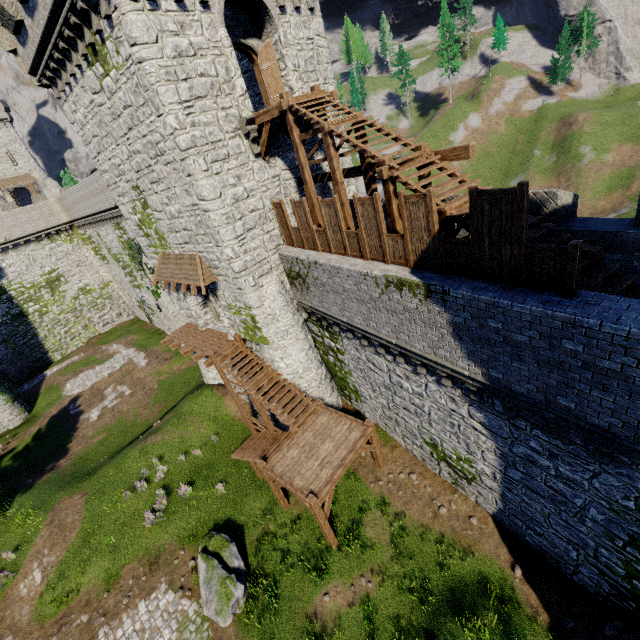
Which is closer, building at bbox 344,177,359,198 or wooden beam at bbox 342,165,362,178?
wooden beam at bbox 342,165,362,178

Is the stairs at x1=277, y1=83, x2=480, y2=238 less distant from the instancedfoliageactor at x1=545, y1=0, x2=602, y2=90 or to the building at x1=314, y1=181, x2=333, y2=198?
the building at x1=314, y1=181, x2=333, y2=198

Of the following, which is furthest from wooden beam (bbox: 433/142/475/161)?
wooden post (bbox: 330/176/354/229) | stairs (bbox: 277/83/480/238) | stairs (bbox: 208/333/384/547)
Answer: stairs (bbox: 208/333/384/547)

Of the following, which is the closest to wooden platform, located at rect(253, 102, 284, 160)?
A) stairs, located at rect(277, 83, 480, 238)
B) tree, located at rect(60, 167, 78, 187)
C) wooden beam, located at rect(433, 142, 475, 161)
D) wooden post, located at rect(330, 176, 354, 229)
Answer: stairs, located at rect(277, 83, 480, 238)

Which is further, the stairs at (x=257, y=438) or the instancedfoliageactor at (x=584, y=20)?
the instancedfoliageactor at (x=584, y=20)

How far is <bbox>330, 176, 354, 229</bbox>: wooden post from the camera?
11.55m

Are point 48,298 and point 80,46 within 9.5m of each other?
no

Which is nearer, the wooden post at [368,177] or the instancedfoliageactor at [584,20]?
the wooden post at [368,177]
